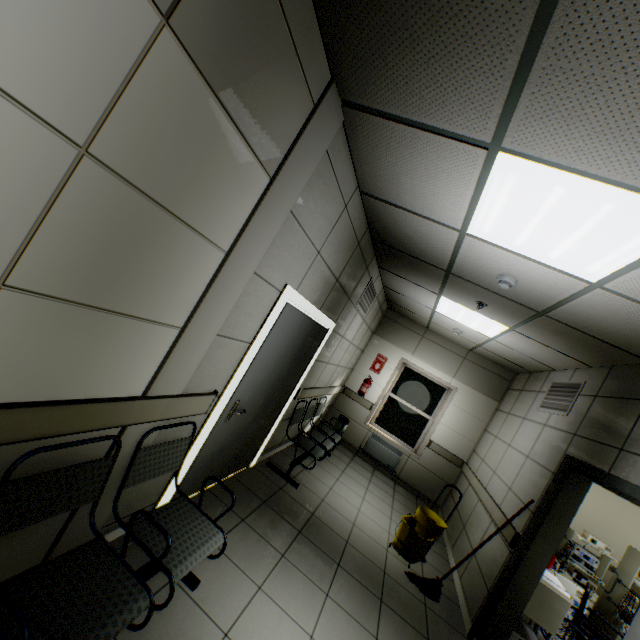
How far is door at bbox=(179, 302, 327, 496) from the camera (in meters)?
2.83

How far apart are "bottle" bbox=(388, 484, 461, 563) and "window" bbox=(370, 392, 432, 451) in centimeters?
242cm

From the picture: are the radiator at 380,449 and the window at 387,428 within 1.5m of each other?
yes

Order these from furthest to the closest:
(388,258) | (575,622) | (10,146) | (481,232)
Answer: (388,258) < (575,622) < (481,232) < (10,146)

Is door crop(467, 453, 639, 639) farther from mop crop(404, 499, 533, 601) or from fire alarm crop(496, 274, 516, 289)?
fire alarm crop(496, 274, 516, 289)

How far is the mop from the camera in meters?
3.6

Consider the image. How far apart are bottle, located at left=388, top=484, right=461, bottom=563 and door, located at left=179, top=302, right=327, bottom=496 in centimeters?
212cm

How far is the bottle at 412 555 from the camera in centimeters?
401cm
